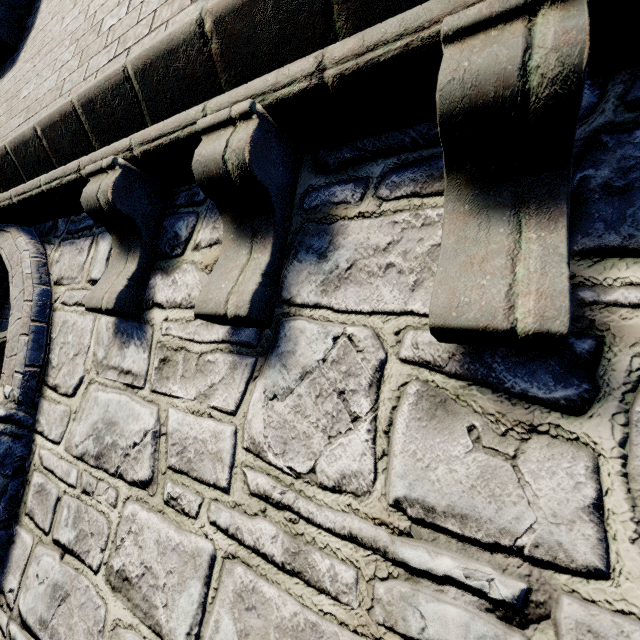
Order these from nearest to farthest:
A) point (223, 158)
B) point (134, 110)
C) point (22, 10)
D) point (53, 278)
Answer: point (223, 158) < point (134, 110) < point (53, 278) < point (22, 10)
